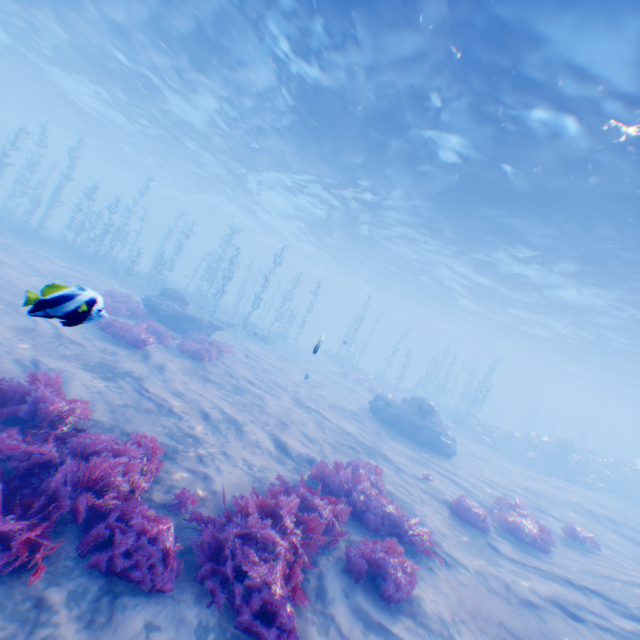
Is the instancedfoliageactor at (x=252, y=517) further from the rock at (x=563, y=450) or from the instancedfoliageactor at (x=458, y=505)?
the rock at (x=563, y=450)

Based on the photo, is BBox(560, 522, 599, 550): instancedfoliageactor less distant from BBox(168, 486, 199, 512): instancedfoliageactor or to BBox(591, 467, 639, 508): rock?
BBox(168, 486, 199, 512): instancedfoliageactor

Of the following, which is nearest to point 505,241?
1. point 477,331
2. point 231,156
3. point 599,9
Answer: point 599,9

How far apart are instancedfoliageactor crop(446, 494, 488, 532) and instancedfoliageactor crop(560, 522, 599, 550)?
4.1m

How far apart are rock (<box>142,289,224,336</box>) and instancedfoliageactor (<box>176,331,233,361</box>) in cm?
253

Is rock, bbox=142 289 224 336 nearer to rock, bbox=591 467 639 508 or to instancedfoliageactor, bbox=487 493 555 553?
instancedfoliageactor, bbox=487 493 555 553

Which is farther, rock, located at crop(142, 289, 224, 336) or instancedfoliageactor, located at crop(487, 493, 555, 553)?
rock, located at crop(142, 289, 224, 336)

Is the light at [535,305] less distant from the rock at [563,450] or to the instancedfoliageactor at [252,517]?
the instancedfoliageactor at [252,517]
